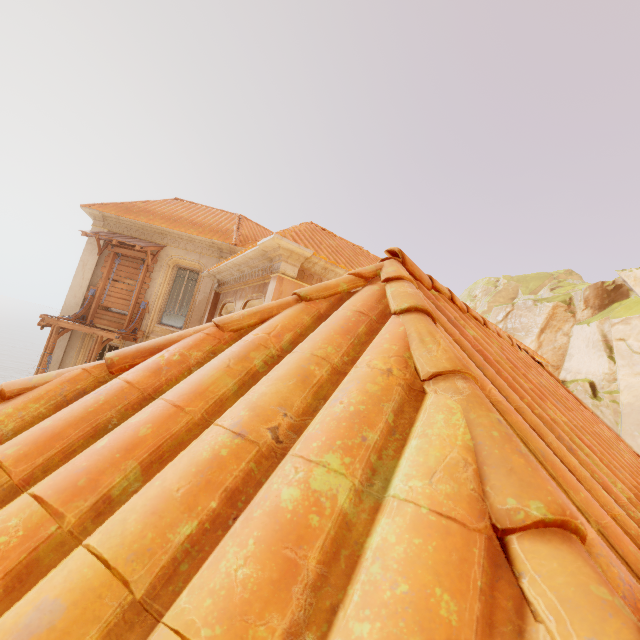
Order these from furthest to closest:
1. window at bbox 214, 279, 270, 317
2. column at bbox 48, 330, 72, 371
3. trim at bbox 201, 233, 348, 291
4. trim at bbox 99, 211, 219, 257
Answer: trim at bbox 99, 211, 219, 257, column at bbox 48, 330, 72, 371, window at bbox 214, 279, 270, 317, trim at bbox 201, 233, 348, 291

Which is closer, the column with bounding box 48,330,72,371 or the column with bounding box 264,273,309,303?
the column with bounding box 264,273,309,303

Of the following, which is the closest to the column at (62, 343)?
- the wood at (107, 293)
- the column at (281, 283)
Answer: the wood at (107, 293)

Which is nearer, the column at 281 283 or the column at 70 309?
the column at 281 283

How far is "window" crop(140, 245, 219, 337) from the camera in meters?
13.2

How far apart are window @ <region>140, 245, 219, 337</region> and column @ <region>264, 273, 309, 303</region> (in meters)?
7.18

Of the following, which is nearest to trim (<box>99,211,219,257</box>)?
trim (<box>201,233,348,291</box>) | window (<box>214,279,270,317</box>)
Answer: trim (<box>201,233,348,291</box>)

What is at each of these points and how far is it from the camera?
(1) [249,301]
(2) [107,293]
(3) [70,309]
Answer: (1) window, 8.55m
(2) wood, 13.05m
(3) column, 12.84m
